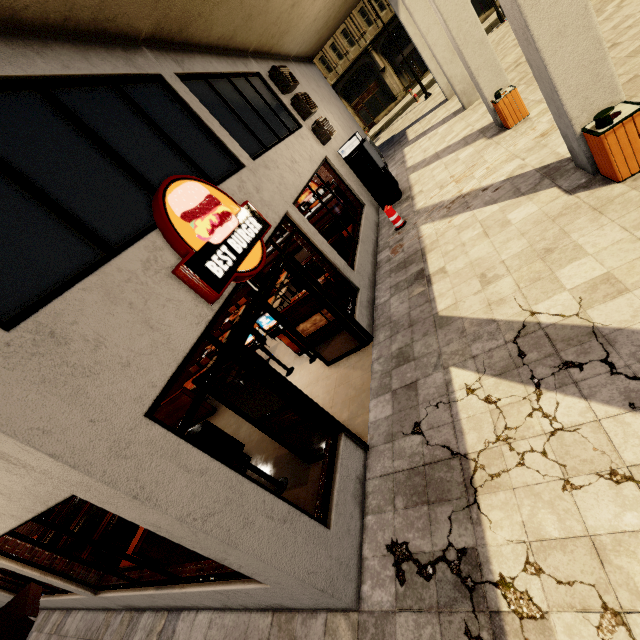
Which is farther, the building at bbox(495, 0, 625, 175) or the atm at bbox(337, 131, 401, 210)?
the atm at bbox(337, 131, 401, 210)

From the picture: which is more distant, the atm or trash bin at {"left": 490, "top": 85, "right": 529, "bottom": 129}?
the atm

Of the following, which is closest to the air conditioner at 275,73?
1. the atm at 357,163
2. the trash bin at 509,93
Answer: the atm at 357,163

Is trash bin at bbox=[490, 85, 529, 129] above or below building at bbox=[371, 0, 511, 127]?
below

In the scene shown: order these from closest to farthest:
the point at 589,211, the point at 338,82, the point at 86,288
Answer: the point at 86,288
the point at 589,211
the point at 338,82

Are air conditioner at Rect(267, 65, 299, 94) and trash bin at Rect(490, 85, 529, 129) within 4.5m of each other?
no

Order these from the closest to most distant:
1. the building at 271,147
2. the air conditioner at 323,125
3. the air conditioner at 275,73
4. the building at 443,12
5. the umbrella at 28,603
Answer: the building at 271,147 → the umbrella at 28,603 → the building at 443,12 → the air conditioner at 275,73 → the air conditioner at 323,125

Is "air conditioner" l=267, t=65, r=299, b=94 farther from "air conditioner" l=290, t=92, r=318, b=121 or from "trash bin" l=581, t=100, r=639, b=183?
"trash bin" l=581, t=100, r=639, b=183
